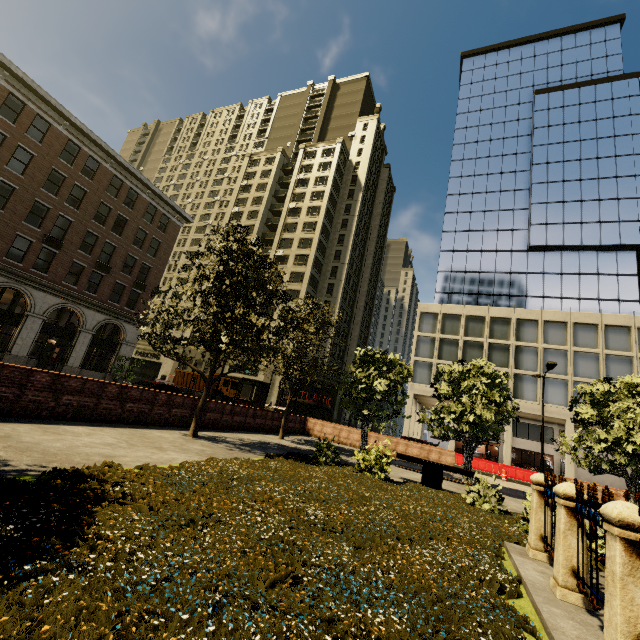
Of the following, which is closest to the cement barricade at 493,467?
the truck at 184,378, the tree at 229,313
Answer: the tree at 229,313

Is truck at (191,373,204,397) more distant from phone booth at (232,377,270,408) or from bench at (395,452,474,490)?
bench at (395,452,474,490)

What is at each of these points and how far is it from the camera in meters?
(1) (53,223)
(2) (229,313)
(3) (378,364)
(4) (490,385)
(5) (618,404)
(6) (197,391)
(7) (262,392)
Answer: (1) building, 25.6 m
(2) tree, 10.7 m
(3) tree, 17.6 m
(4) tree, 14.6 m
(5) tree, 13.3 m
(6) truck, 36.0 m
(7) phone booth, 18.5 m

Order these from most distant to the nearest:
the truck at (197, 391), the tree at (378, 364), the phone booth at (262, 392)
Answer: the truck at (197, 391), the phone booth at (262, 392), the tree at (378, 364)

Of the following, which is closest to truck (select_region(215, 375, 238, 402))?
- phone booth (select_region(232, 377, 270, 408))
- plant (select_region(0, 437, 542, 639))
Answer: phone booth (select_region(232, 377, 270, 408))

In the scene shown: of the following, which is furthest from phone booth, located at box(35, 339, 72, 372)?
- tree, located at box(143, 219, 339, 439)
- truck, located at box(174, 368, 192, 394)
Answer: truck, located at box(174, 368, 192, 394)

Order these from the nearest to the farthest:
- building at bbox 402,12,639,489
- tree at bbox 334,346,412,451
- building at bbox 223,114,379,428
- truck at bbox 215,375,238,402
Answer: tree at bbox 334,346,412,451 < building at bbox 402,12,639,489 < truck at bbox 215,375,238,402 < building at bbox 223,114,379,428

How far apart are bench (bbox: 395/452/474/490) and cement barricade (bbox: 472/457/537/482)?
19.01m
